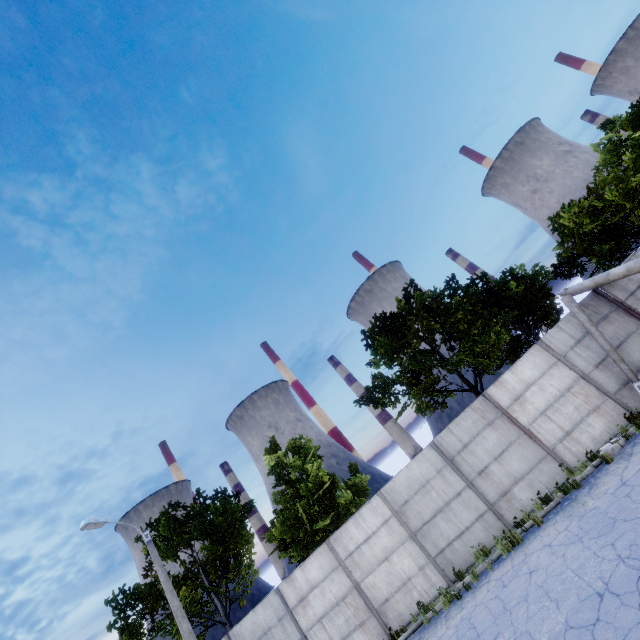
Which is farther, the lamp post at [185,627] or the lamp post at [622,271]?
the lamp post at [185,627]

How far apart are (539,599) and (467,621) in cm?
258

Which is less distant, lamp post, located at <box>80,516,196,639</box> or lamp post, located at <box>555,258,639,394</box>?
lamp post, located at <box>555,258,639,394</box>

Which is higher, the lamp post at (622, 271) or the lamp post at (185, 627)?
the lamp post at (185, 627)

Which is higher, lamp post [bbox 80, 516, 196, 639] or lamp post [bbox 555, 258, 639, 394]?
lamp post [bbox 80, 516, 196, 639]
